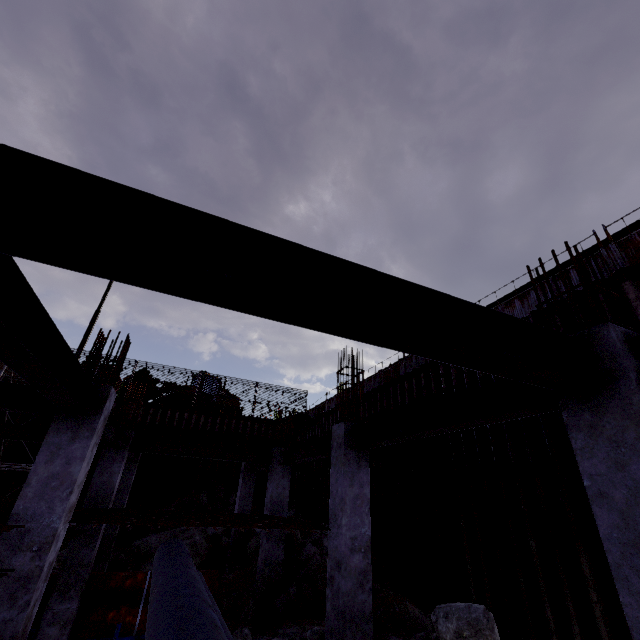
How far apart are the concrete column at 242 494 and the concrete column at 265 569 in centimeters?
433cm

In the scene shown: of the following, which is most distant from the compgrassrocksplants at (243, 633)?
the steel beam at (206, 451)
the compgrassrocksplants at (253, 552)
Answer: the compgrassrocksplants at (253, 552)

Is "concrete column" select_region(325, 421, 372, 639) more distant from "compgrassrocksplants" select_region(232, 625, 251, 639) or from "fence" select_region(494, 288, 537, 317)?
"fence" select_region(494, 288, 537, 317)

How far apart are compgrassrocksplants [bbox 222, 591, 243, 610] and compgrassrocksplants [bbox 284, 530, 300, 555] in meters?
1.6

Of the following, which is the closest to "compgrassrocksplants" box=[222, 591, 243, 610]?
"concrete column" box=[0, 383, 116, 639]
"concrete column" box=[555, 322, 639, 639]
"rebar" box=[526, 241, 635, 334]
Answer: "concrete column" box=[0, 383, 116, 639]

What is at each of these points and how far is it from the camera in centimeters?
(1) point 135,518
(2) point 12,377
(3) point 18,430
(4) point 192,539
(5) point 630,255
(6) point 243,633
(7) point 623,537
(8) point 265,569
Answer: Result:
(1) rebar, 623cm
(2) scaffolding, 1641cm
(3) steel beam, 867cm
(4) rock, 1452cm
(5) fence, 890cm
(6) compgrassrocksplants, 586cm
(7) concrete column, 238cm
(8) concrete column, 930cm

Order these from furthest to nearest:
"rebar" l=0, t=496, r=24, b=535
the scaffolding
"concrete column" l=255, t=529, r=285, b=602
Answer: the scaffolding, "concrete column" l=255, t=529, r=285, b=602, "rebar" l=0, t=496, r=24, b=535

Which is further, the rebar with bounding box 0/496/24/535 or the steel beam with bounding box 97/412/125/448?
the steel beam with bounding box 97/412/125/448
